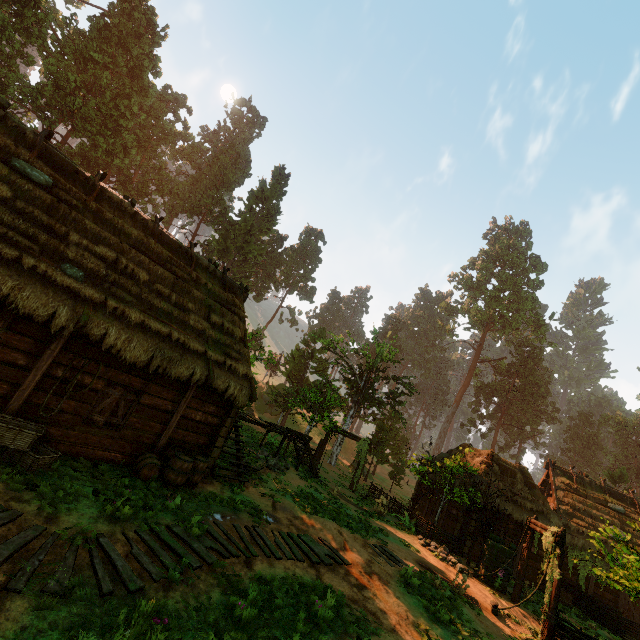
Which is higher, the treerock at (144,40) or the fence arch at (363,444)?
the treerock at (144,40)

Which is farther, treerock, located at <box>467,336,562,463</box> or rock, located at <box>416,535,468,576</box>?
treerock, located at <box>467,336,562,463</box>

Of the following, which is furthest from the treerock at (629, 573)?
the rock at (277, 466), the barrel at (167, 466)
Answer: the barrel at (167, 466)

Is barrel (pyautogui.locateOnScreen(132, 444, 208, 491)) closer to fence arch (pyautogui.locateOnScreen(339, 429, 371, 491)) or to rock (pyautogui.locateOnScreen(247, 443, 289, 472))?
rock (pyautogui.locateOnScreen(247, 443, 289, 472))

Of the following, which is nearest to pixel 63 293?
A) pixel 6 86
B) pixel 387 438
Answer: pixel 6 86

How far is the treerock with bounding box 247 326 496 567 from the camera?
19.31m

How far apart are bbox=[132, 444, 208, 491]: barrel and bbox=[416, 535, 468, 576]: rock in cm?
1222

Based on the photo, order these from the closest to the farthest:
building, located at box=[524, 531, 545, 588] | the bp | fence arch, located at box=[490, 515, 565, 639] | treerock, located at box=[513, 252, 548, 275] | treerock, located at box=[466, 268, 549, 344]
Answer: the bp → fence arch, located at box=[490, 515, 565, 639] → building, located at box=[524, 531, 545, 588] → treerock, located at box=[466, 268, 549, 344] → treerock, located at box=[513, 252, 548, 275]
